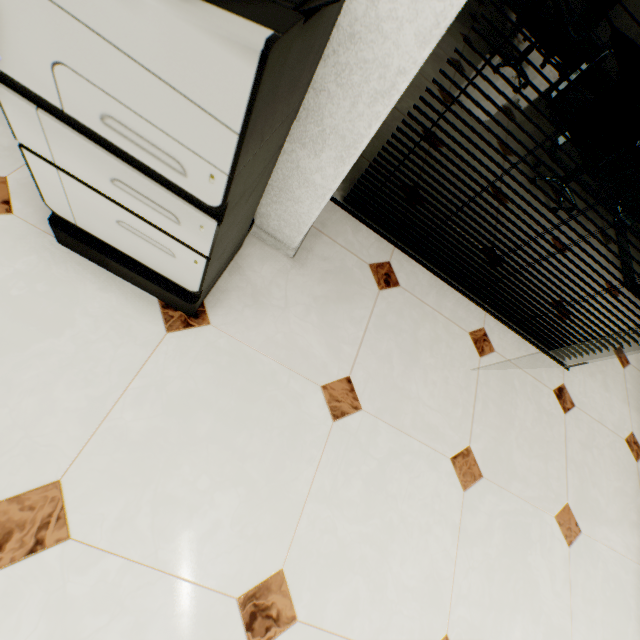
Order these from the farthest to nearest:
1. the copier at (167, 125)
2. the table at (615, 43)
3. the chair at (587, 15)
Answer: the chair at (587, 15) < the table at (615, 43) < the copier at (167, 125)

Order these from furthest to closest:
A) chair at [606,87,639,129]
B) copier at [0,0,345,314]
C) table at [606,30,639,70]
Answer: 1. table at [606,30,639,70]
2. chair at [606,87,639,129]
3. copier at [0,0,345,314]

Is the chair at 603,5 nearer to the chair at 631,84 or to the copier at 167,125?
the chair at 631,84

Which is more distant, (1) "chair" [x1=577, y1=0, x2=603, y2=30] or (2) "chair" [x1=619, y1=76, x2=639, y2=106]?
(1) "chair" [x1=577, y1=0, x2=603, y2=30]

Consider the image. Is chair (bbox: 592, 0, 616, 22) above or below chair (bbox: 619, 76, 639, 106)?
below

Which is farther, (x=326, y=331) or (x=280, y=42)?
(x=326, y=331)

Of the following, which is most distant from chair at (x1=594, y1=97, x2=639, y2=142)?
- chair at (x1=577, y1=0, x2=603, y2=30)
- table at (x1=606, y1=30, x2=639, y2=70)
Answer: chair at (x1=577, y1=0, x2=603, y2=30)

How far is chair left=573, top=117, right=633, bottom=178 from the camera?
2.5m
